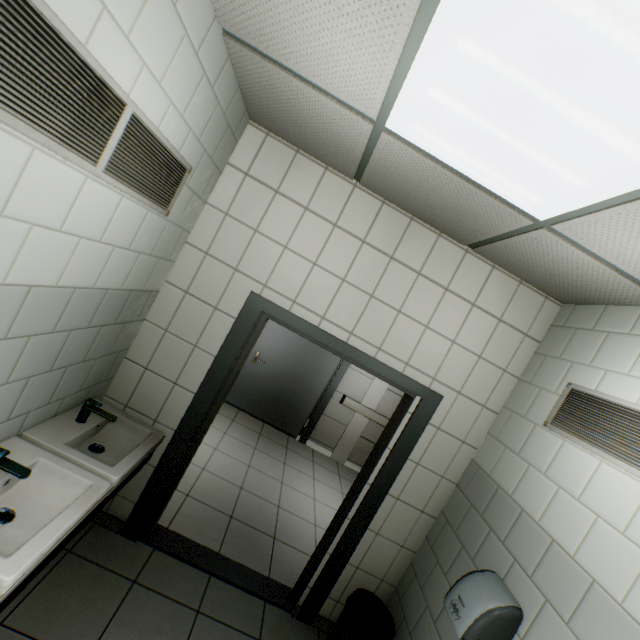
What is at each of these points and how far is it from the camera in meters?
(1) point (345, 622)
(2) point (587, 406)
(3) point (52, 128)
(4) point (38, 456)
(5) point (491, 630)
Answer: (1) garbage can, 2.3
(2) ventilation grill, 1.9
(3) ventilation grill, 1.0
(4) sink, 1.6
(5) hand dryer, 1.7

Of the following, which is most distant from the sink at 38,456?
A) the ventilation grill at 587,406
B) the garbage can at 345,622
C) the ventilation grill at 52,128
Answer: the ventilation grill at 587,406

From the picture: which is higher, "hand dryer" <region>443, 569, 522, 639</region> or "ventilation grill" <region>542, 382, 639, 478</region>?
"ventilation grill" <region>542, 382, 639, 478</region>

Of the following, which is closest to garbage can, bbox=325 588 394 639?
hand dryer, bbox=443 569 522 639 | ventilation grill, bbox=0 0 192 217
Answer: hand dryer, bbox=443 569 522 639

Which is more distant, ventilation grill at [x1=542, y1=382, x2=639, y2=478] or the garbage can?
the garbage can

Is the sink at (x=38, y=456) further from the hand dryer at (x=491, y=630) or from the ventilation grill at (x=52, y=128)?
the hand dryer at (x=491, y=630)

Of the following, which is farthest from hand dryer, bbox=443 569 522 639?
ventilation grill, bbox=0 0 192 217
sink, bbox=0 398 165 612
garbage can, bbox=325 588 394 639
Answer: ventilation grill, bbox=0 0 192 217

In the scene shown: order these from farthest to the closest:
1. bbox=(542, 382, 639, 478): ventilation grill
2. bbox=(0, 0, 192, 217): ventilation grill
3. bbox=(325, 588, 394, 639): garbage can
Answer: bbox=(325, 588, 394, 639): garbage can < bbox=(542, 382, 639, 478): ventilation grill < bbox=(0, 0, 192, 217): ventilation grill
